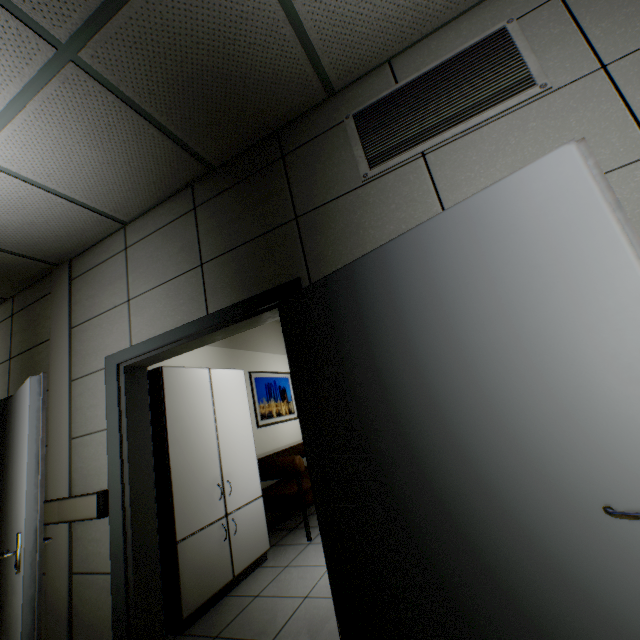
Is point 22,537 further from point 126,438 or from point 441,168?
point 441,168

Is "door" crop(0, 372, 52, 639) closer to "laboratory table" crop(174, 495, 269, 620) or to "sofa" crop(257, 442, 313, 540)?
"laboratory table" crop(174, 495, 269, 620)

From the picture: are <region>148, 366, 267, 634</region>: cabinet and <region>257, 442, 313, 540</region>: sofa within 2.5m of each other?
yes

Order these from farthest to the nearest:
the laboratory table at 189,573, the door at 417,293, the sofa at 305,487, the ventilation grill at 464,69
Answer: the sofa at 305,487, the laboratory table at 189,573, the ventilation grill at 464,69, the door at 417,293

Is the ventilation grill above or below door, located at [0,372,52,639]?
above

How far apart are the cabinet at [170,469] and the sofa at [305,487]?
0.3 meters

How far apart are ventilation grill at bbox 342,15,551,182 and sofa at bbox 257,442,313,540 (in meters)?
3.31

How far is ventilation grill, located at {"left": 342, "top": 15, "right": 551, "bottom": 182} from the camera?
1.59m
